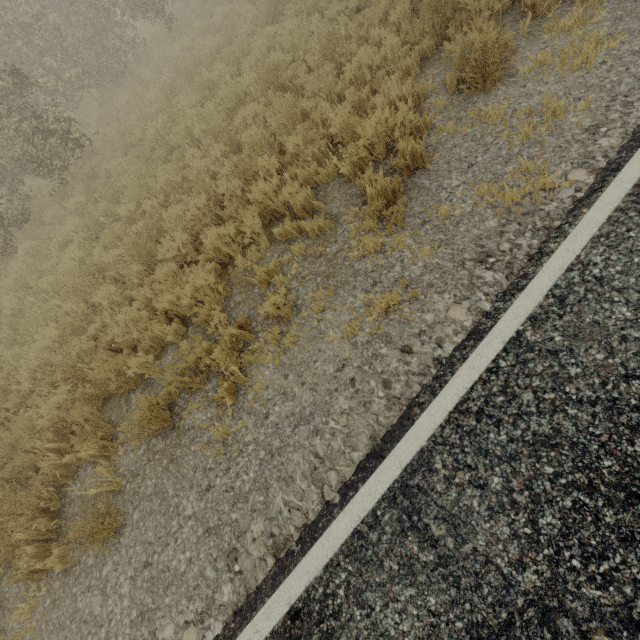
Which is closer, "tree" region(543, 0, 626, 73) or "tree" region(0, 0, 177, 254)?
"tree" region(543, 0, 626, 73)

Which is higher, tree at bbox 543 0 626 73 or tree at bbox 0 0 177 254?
tree at bbox 0 0 177 254

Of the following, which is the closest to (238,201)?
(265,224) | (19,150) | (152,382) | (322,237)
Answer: (265,224)

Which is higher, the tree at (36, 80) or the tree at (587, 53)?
the tree at (36, 80)

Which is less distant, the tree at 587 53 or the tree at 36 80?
the tree at 587 53
